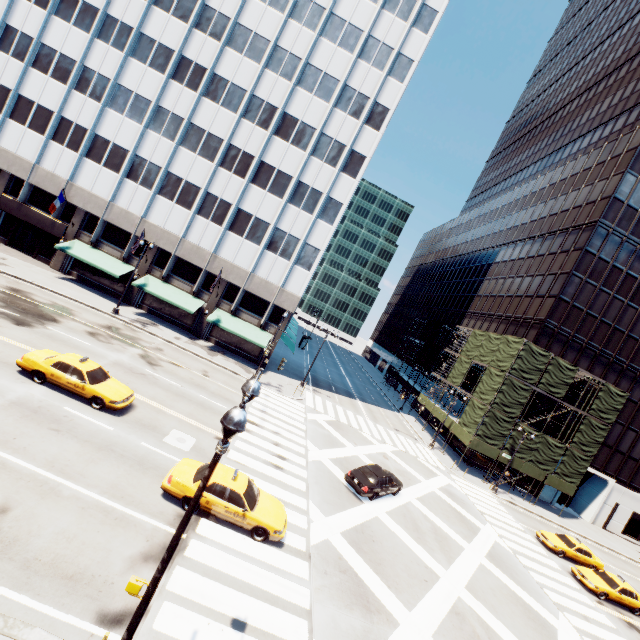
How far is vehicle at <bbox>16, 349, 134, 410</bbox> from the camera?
15.3 meters

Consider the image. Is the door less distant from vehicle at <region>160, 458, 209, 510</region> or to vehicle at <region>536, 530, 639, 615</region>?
vehicle at <region>160, 458, 209, 510</region>

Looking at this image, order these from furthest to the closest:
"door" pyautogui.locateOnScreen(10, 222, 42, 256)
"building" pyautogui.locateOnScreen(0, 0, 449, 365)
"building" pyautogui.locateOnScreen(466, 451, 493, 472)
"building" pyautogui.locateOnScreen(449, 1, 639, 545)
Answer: "building" pyautogui.locateOnScreen(466, 451, 493, 472) < "building" pyautogui.locateOnScreen(449, 1, 639, 545) < "door" pyautogui.locateOnScreen(10, 222, 42, 256) < "building" pyautogui.locateOnScreen(0, 0, 449, 365)

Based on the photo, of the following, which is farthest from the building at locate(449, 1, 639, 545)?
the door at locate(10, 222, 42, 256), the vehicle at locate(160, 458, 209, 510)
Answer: the door at locate(10, 222, 42, 256)

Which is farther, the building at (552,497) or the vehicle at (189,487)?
the building at (552,497)

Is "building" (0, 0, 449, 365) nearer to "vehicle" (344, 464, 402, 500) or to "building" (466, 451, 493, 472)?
"vehicle" (344, 464, 402, 500)

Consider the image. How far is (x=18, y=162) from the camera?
32.34m

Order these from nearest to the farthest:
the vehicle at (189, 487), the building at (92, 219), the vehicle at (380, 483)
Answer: the vehicle at (189, 487)
the vehicle at (380, 483)
the building at (92, 219)
